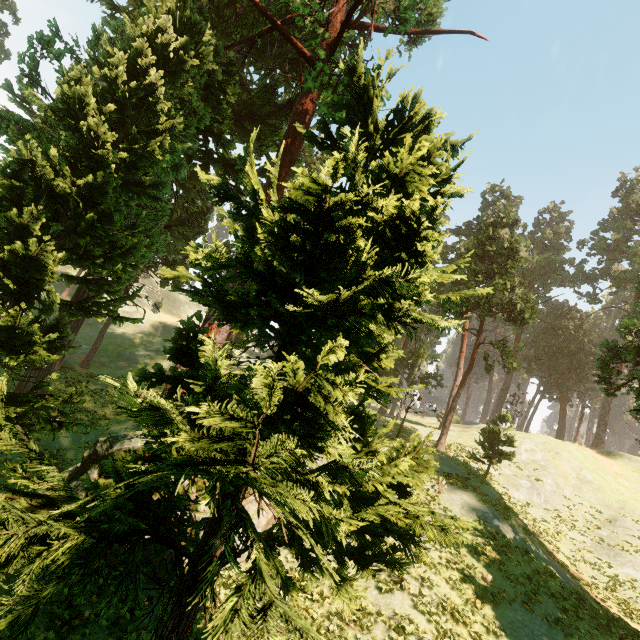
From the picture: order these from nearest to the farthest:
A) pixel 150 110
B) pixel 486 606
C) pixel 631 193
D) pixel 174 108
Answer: pixel 486 606
pixel 150 110
pixel 174 108
pixel 631 193
